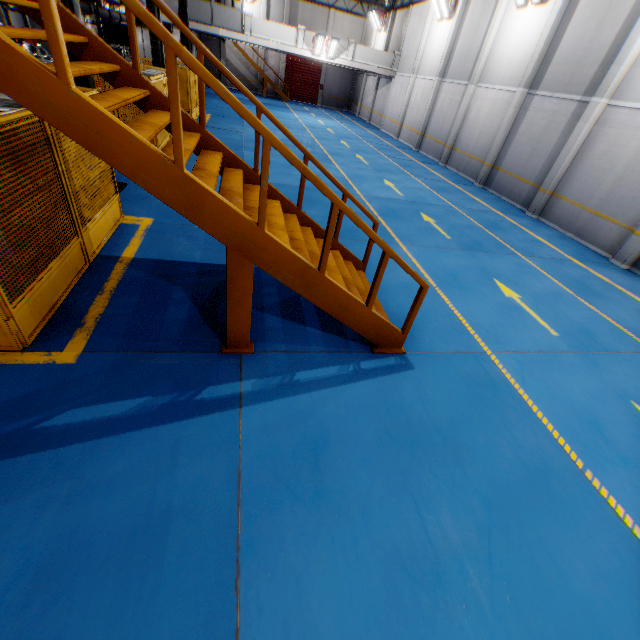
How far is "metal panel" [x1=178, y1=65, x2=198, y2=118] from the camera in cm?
1461

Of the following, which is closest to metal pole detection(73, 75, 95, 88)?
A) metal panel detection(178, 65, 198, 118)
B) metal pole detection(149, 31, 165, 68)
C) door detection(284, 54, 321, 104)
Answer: metal panel detection(178, 65, 198, 118)

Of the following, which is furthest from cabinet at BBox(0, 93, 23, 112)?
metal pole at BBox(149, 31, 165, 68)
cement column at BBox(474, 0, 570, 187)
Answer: cement column at BBox(474, 0, 570, 187)

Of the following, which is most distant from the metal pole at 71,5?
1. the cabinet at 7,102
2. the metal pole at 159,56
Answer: the metal pole at 159,56

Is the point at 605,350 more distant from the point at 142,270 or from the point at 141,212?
the point at 141,212

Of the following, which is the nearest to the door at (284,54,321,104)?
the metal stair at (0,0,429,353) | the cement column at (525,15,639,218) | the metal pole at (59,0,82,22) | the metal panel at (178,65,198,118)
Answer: the metal panel at (178,65,198,118)

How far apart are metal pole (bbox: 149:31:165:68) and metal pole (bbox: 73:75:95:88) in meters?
6.7 m

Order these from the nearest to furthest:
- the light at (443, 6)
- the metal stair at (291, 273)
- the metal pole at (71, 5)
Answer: the metal stair at (291, 273) → the metal pole at (71, 5) → the light at (443, 6)
